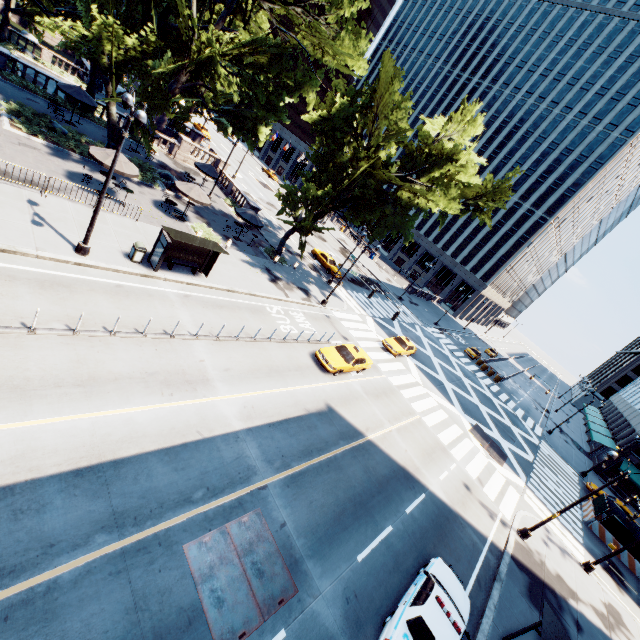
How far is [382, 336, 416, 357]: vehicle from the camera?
29.47m

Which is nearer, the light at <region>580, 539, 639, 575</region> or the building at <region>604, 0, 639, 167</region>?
the light at <region>580, 539, 639, 575</region>

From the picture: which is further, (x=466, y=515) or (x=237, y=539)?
(x=466, y=515)

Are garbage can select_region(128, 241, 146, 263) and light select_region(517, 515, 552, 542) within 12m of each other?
no

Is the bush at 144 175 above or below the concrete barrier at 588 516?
above

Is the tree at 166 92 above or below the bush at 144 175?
above

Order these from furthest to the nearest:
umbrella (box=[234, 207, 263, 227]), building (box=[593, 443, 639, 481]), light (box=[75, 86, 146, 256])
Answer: building (box=[593, 443, 639, 481]), umbrella (box=[234, 207, 263, 227]), light (box=[75, 86, 146, 256])

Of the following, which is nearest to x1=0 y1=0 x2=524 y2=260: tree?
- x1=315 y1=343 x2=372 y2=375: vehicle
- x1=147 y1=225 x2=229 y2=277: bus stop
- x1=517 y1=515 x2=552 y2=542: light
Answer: x1=147 y1=225 x2=229 y2=277: bus stop
